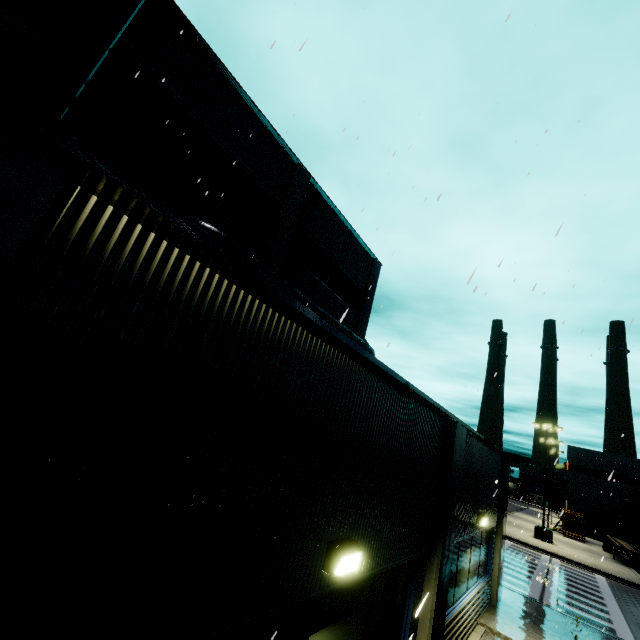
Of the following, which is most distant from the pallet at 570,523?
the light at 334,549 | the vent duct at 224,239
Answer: the light at 334,549

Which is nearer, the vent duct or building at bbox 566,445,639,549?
the vent duct

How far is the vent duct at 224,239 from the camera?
10.1 meters

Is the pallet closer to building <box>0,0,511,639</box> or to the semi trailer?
building <box>0,0,511,639</box>

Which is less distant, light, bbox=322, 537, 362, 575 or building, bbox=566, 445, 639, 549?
light, bbox=322, 537, 362, 575

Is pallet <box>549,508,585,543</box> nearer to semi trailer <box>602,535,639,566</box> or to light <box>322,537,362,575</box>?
semi trailer <box>602,535,639,566</box>

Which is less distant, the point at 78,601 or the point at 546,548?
the point at 78,601

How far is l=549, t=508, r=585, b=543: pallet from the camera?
34.8 meters
